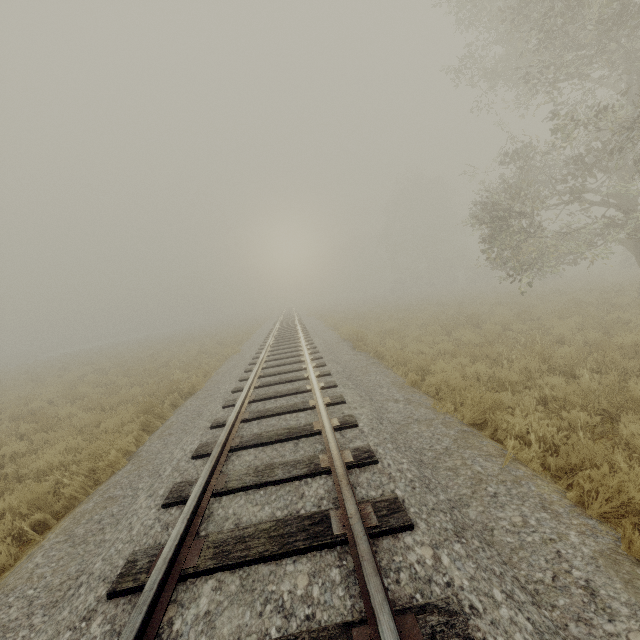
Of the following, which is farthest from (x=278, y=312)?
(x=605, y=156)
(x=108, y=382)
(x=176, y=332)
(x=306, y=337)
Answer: (x=605, y=156)
